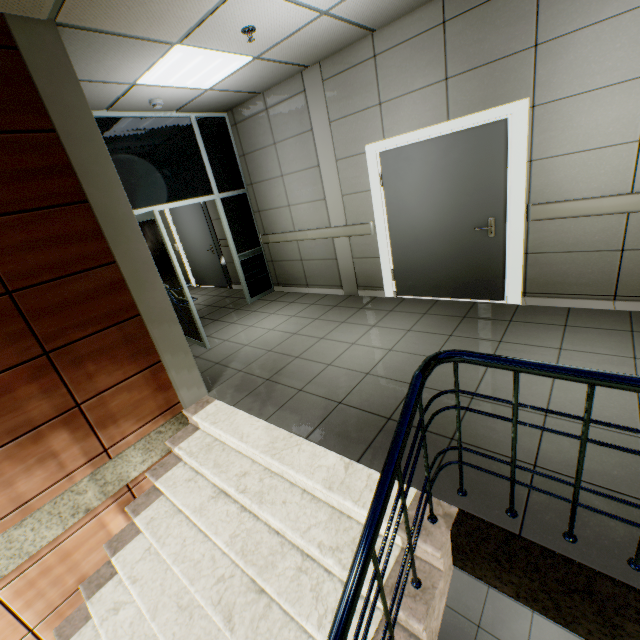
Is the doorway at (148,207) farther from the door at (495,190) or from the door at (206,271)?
the door at (495,190)

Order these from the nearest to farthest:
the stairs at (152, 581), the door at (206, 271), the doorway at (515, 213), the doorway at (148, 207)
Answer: the stairs at (152, 581)
the doorway at (515, 213)
the doorway at (148, 207)
the door at (206, 271)

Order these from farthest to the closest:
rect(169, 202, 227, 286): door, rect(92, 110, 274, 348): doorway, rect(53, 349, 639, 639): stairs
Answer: rect(169, 202, 227, 286): door
rect(92, 110, 274, 348): doorway
rect(53, 349, 639, 639): stairs

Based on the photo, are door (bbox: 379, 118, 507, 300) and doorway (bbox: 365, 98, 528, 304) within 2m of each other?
yes

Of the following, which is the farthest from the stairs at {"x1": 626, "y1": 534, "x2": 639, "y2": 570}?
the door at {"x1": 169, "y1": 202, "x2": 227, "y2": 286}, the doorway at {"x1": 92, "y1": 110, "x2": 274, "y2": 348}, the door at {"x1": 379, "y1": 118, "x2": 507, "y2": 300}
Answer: the door at {"x1": 169, "y1": 202, "x2": 227, "y2": 286}

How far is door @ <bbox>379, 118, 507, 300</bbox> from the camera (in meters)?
3.58

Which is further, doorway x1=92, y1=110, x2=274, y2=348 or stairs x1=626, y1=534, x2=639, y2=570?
doorway x1=92, y1=110, x2=274, y2=348

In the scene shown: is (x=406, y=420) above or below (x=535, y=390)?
above
